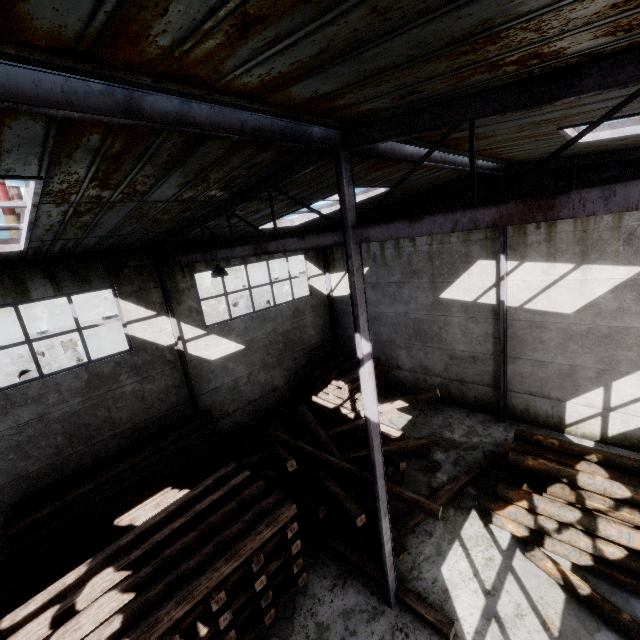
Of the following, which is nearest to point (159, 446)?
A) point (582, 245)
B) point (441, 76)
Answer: point (441, 76)

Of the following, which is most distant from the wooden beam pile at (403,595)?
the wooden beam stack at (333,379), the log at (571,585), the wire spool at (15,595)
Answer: the wire spool at (15,595)

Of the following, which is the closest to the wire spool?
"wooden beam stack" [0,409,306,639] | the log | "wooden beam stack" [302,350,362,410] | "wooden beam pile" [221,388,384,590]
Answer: "wooden beam stack" [0,409,306,639]

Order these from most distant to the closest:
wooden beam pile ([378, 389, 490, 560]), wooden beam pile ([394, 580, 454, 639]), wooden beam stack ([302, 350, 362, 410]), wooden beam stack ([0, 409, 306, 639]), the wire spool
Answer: wooden beam stack ([302, 350, 362, 410]) → wooden beam pile ([378, 389, 490, 560]) → the wire spool → wooden beam pile ([394, 580, 454, 639]) → wooden beam stack ([0, 409, 306, 639])

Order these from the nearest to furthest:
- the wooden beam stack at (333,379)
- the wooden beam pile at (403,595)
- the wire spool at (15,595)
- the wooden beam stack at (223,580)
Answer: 1. the wooden beam stack at (223,580)
2. the wooden beam pile at (403,595)
3. the wire spool at (15,595)
4. the wooden beam stack at (333,379)

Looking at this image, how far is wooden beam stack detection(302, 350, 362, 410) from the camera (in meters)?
13.27

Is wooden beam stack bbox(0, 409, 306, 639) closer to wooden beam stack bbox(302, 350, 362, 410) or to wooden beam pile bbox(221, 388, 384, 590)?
wooden beam pile bbox(221, 388, 384, 590)

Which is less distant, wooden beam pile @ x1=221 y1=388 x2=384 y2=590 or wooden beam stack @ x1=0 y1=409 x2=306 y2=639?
wooden beam stack @ x1=0 y1=409 x2=306 y2=639
